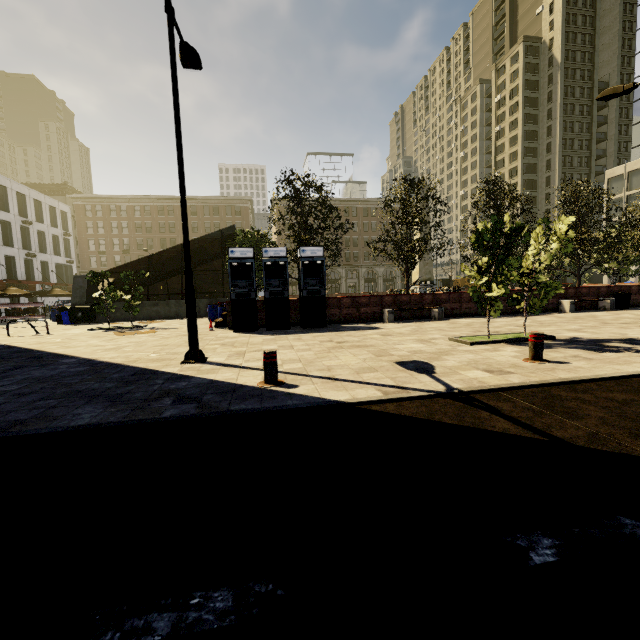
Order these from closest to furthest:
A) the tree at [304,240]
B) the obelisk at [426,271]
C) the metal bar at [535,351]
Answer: the metal bar at [535,351] < the tree at [304,240] < the obelisk at [426,271]

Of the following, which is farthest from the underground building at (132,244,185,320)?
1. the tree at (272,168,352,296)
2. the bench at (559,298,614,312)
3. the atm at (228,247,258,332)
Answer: the bench at (559,298,614,312)

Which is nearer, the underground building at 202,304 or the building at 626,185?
the underground building at 202,304

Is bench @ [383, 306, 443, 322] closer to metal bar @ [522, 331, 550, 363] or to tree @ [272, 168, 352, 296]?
tree @ [272, 168, 352, 296]

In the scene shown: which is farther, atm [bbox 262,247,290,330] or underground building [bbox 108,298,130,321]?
underground building [bbox 108,298,130,321]

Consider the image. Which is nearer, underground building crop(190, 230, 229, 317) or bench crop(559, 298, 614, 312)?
bench crop(559, 298, 614, 312)

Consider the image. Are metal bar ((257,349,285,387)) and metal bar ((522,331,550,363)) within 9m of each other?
yes

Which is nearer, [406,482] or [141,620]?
[141,620]
